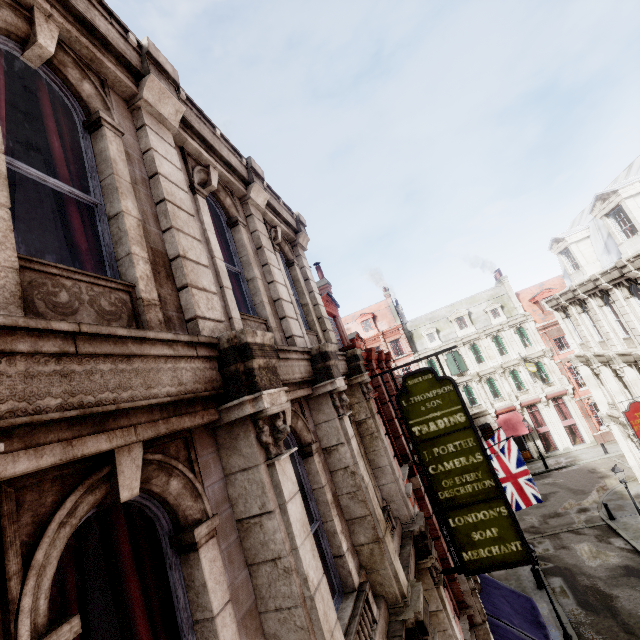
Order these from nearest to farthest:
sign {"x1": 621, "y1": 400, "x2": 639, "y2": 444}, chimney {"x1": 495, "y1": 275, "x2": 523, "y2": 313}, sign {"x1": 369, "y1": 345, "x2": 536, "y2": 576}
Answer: sign {"x1": 369, "y1": 345, "x2": 536, "y2": 576}, sign {"x1": 621, "y1": 400, "x2": 639, "y2": 444}, chimney {"x1": 495, "y1": 275, "x2": 523, "y2": 313}

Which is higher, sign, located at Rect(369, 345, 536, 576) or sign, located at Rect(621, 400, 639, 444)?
sign, located at Rect(369, 345, 536, 576)

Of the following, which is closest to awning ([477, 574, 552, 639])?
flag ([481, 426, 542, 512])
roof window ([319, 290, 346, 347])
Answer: flag ([481, 426, 542, 512])

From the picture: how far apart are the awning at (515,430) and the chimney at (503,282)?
10.5m

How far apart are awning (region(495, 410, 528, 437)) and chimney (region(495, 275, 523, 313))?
10.54m

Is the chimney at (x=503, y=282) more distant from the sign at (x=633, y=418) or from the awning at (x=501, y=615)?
the awning at (x=501, y=615)

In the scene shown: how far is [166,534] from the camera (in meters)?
2.39

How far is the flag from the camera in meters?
14.9
